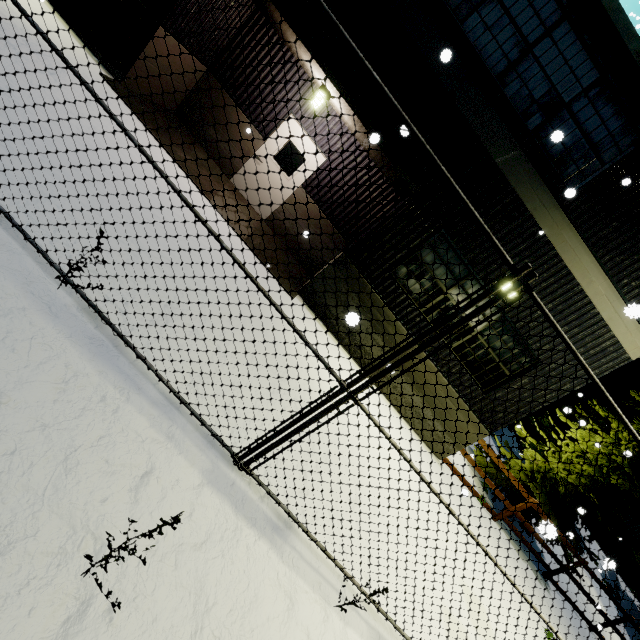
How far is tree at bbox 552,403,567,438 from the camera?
10.47m

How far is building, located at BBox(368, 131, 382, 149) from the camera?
4.3m

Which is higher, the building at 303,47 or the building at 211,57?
the building at 303,47

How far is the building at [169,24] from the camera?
6.6m

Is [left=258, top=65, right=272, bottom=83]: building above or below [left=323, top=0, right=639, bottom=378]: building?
below

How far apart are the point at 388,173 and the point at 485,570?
7.4 meters
